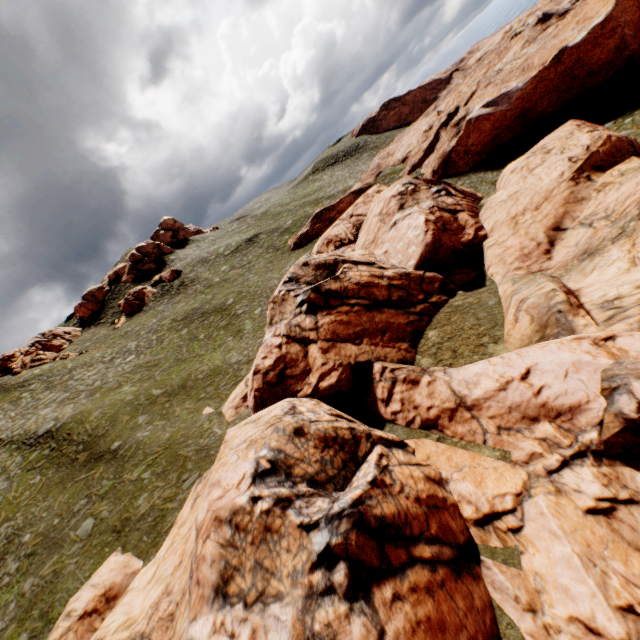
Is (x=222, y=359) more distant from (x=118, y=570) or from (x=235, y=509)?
(x=235, y=509)

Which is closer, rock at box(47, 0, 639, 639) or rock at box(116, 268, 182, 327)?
rock at box(47, 0, 639, 639)

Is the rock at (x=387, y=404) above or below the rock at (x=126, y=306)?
below

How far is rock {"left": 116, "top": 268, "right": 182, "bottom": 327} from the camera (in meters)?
56.84

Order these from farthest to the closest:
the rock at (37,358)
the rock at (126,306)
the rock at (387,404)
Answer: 1. the rock at (126,306)
2. the rock at (37,358)
3. the rock at (387,404)

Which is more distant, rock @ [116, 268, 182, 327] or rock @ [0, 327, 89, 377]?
rock @ [116, 268, 182, 327]

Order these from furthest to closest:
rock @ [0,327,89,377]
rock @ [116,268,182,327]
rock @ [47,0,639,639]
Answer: rock @ [116,268,182,327], rock @ [0,327,89,377], rock @ [47,0,639,639]
